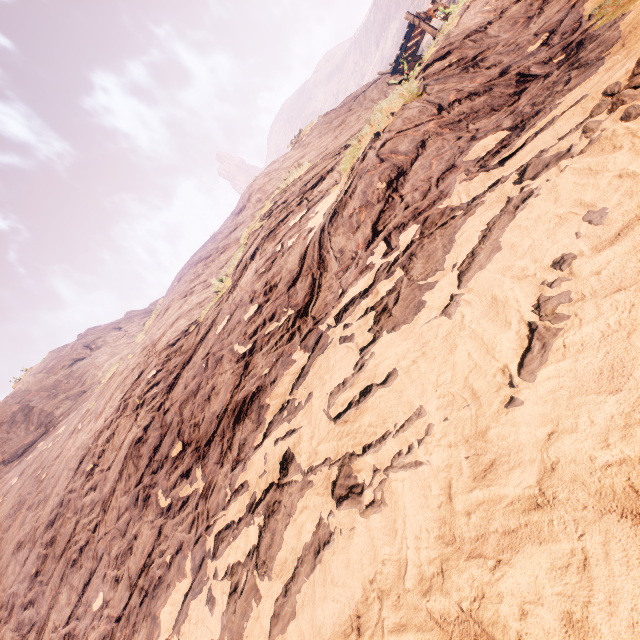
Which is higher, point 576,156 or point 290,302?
point 290,302
